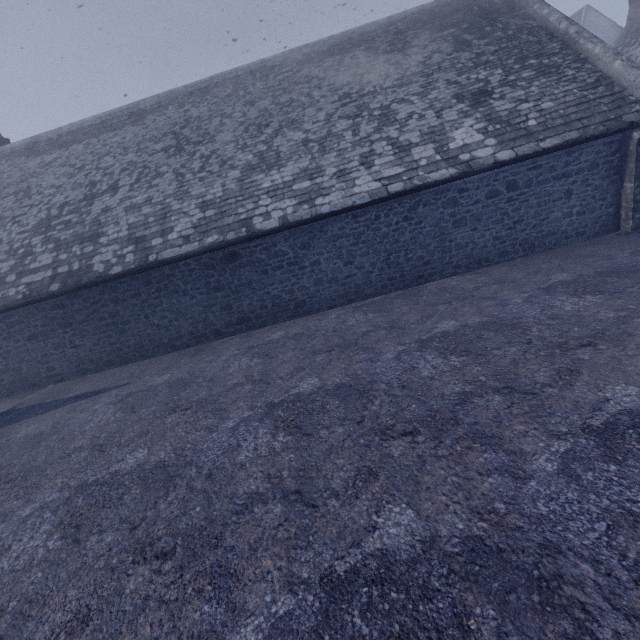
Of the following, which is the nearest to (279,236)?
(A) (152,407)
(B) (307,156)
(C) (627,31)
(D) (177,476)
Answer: (B) (307,156)
